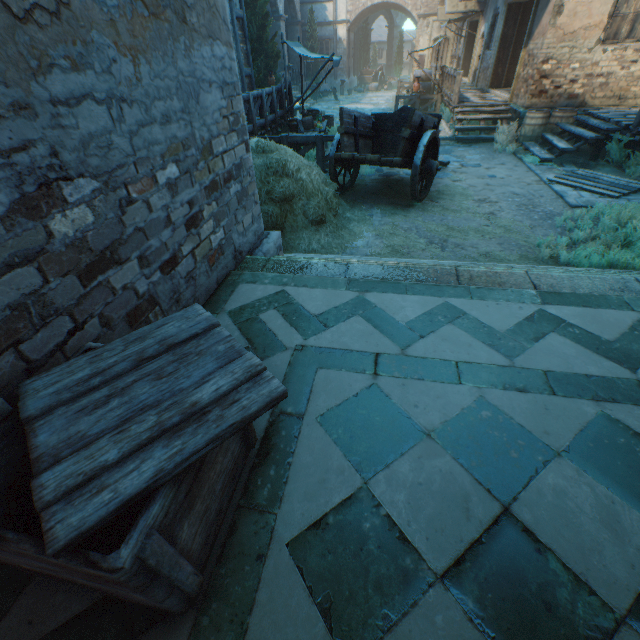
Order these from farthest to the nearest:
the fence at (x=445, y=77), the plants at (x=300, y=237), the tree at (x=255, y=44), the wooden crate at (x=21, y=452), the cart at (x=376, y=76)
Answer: the cart at (x=376, y=76)
the tree at (x=255, y=44)
the fence at (x=445, y=77)
the plants at (x=300, y=237)
the wooden crate at (x=21, y=452)

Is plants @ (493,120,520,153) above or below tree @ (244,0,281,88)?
below

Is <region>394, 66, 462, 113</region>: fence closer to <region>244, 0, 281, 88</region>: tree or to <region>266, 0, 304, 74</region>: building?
<region>266, 0, 304, 74</region>: building

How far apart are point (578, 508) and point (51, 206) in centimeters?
265cm

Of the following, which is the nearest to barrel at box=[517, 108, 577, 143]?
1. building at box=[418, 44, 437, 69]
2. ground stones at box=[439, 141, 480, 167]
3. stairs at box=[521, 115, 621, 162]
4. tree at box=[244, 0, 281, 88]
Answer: stairs at box=[521, 115, 621, 162]

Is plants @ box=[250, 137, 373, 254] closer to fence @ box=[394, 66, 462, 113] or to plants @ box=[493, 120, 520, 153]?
plants @ box=[493, 120, 520, 153]

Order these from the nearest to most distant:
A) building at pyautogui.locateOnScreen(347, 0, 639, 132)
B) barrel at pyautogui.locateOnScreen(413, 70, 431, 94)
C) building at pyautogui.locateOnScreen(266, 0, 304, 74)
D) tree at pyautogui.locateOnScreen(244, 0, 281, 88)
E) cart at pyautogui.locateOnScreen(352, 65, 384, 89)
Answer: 1. building at pyautogui.locateOnScreen(347, 0, 639, 132)
2. tree at pyautogui.locateOnScreen(244, 0, 281, 88)
3. barrel at pyautogui.locateOnScreen(413, 70, 431, 94)
4. building at pyautogui.locateOnScreen(266, 0, 304, 74)
5. cart at pyautogui.locateOnScreen(352, 65, 384, 89)

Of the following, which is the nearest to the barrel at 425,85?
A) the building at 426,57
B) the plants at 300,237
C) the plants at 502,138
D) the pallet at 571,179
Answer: the building at 426,57
